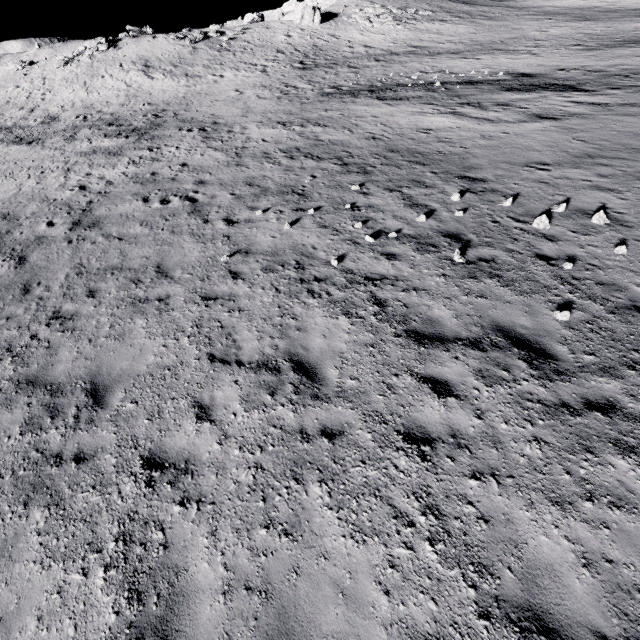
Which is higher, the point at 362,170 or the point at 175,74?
the point at 175,74

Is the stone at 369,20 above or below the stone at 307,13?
below

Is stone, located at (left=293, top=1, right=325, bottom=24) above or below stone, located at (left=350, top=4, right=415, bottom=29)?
above
